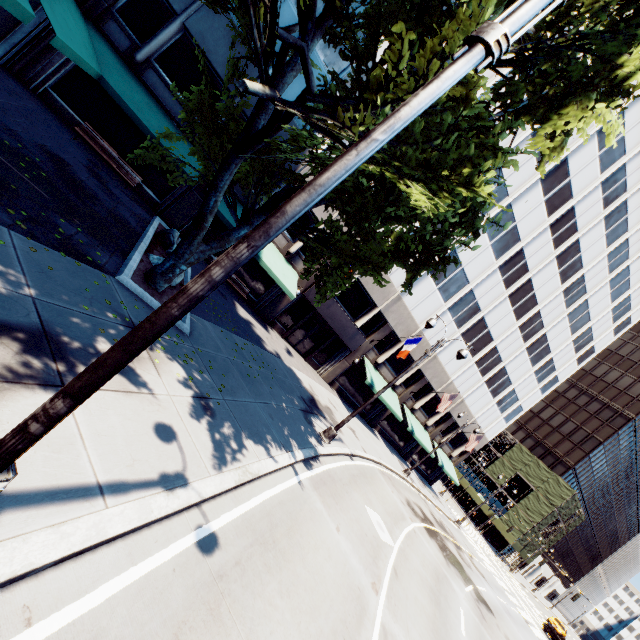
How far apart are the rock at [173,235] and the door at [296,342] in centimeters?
1039cm

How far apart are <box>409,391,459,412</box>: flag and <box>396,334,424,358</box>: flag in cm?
782

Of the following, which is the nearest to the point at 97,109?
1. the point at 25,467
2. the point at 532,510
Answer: the point at 25,467

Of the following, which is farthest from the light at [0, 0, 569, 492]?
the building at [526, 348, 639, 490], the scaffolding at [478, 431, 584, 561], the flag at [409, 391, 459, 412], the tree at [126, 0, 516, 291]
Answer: the building at [526, 348, 639, 490]

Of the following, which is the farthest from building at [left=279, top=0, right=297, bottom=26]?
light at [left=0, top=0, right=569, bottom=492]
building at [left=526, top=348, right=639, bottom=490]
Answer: building at [left=526, top=348, right=639, bottom=490]

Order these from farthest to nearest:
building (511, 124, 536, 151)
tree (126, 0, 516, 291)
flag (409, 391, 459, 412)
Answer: flag (409, 391, 459, 412)
building (511, 124, 536, 151)
tree (126, 0, 516, 291)

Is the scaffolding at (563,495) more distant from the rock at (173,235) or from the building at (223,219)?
the rock at (173,235)

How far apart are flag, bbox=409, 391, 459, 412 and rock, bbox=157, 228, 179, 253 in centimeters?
2337cm
